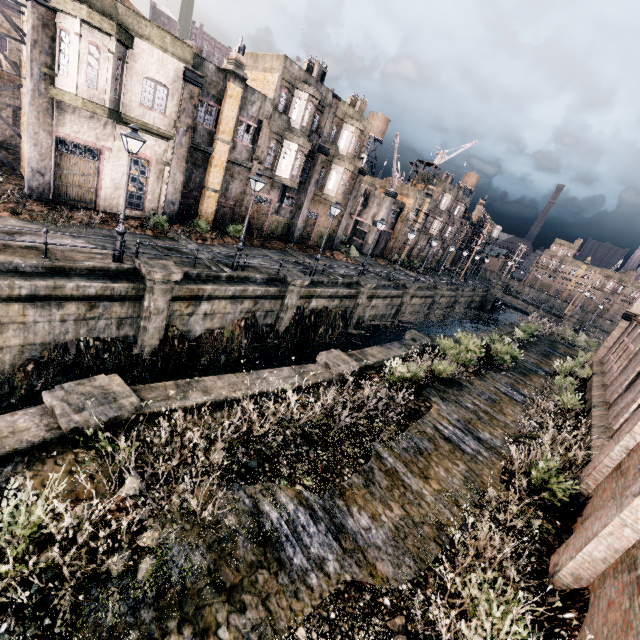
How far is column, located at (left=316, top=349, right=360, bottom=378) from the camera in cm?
1320

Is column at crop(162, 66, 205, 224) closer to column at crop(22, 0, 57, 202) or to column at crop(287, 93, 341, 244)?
column at crop(22, 0, 57, 202)

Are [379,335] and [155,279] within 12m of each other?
no

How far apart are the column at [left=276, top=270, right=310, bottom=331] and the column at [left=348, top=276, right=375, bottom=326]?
6.99m

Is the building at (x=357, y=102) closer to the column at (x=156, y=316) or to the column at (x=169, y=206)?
the column at (x=169, y=206)

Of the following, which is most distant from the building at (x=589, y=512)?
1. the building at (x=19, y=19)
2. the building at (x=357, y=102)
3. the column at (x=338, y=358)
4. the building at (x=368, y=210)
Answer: the building at (x=19, y=19)

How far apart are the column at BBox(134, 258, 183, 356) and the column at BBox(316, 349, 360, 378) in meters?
7.5

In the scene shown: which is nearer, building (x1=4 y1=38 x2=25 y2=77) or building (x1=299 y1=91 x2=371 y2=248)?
building (x1=4 y1=38 x2=25 y2=77)
